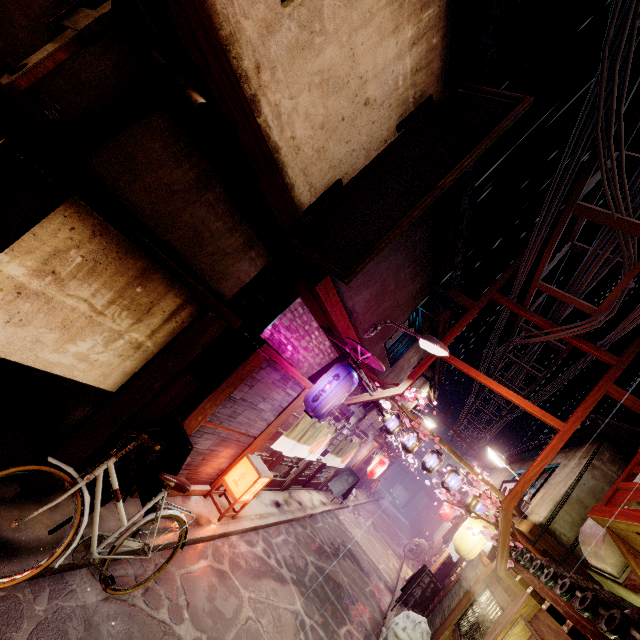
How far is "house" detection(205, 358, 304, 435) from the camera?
9.5m

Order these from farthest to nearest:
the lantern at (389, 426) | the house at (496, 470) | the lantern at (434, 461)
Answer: the house at (496, 470) < the lantern at (389, 426) < the lantern at (434, 461)

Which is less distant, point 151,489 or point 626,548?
point 151,489

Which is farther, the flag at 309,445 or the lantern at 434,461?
the lantern at 434,461

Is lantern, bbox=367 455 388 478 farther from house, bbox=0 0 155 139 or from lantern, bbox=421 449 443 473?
house, bbox=0 0 155 139

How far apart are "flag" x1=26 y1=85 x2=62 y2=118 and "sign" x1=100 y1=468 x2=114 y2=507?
6.16m

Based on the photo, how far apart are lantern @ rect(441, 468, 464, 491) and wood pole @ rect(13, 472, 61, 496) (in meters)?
Result: 16.10

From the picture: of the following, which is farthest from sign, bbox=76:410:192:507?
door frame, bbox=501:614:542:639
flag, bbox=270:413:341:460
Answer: door frame, bbox=501:614:542:639
